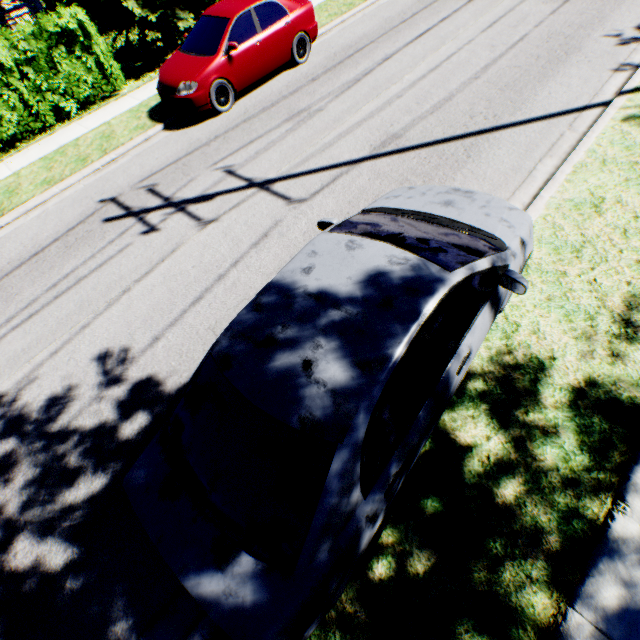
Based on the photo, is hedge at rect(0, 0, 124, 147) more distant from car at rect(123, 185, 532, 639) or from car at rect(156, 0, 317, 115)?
car at rect(123, 185, 532, 639)

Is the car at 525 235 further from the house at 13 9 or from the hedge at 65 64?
the house at 13 9

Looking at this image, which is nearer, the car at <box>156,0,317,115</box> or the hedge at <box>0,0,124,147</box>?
the car at <box>156,0,317,115</box>

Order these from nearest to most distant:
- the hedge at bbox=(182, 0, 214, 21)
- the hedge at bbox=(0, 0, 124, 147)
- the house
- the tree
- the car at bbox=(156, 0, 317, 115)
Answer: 1. the car at bbox=(156, 0, 317, 115)
2. the hedge at bbox=(0, 0, 124, 147)
3. the tree
4. the house
5. the hedge at bbox=(182, 0, 214, 21)

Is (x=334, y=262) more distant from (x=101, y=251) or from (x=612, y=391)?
(x=101, y=251)

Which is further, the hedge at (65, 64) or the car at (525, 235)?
the hedge at (65, 64)

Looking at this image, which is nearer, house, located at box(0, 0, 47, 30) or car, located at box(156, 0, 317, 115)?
car, located at box(156, 0, 317, 115)

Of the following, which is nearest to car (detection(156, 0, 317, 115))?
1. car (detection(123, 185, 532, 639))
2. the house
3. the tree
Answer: the tree
